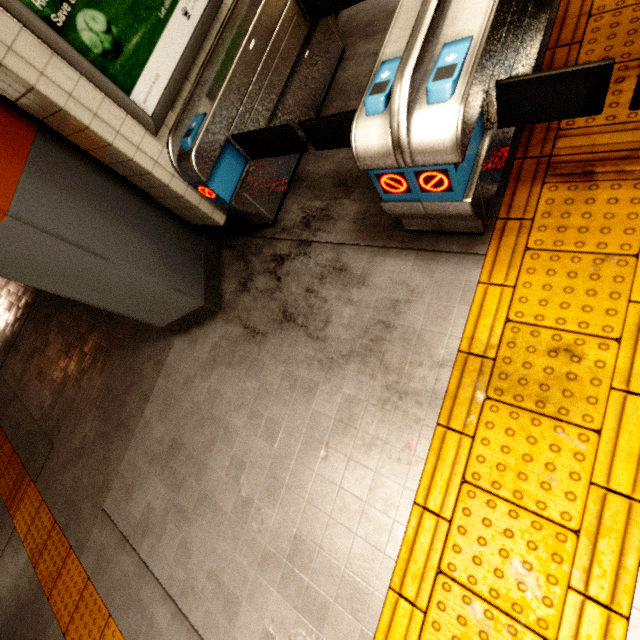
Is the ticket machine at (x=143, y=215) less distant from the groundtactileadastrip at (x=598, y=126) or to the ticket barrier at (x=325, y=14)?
the ticket barrier at (x=325, y=14)

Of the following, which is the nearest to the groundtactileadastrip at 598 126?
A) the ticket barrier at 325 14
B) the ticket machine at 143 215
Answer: the ticket barrier at 325 14

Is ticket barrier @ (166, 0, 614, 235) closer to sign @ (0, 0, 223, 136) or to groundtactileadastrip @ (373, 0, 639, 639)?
groundtactileadastrip @ (373, 0, 639, 639)

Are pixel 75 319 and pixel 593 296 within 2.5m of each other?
no

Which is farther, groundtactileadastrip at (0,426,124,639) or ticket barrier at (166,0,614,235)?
groundtactileadastrip at (0,426,124,639)

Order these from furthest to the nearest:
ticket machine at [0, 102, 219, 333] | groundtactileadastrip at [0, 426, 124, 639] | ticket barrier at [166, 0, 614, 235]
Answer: groundtactileadastrip at [0, 426, 124, 639], ticket machine at [0, 102, 219, 333], ticket barrier at [166, 0, 614, 235]

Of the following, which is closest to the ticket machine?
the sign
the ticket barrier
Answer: the sign

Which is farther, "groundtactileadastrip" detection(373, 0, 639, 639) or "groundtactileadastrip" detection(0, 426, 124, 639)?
"groundtactileadastrip" detection(0, 426, 124, 639)
